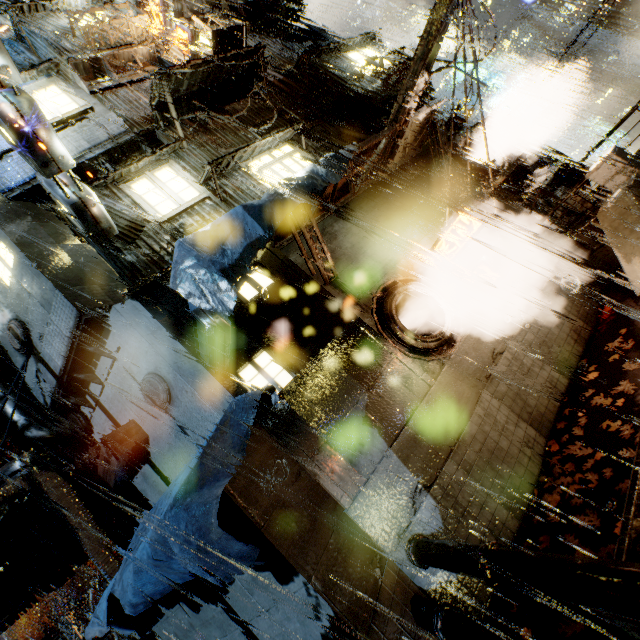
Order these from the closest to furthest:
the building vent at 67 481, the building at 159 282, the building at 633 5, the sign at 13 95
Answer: the sign at 13 95 < the building at 159 282 < the building vent at 67 481 < the building at 633 5

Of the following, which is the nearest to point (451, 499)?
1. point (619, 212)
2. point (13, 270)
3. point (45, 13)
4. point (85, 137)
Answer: point (619, 212)

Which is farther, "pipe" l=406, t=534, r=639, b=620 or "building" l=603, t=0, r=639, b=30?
"building" l=603, t=0, r=639, b=30

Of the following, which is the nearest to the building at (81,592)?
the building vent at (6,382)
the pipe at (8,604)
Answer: the building vent at (6,382)

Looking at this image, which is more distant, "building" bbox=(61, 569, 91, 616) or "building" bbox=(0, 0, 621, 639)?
"building" bbox=(61, 569, 91, 616)

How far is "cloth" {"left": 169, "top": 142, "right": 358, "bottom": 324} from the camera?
5.7 meters

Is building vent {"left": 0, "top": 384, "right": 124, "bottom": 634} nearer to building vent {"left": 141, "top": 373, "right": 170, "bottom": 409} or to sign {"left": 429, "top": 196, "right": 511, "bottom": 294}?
building vent {"left": 141, "top": 373, "right": 170, "bottom": 409}

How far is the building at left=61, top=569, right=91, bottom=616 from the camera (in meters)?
37.49
